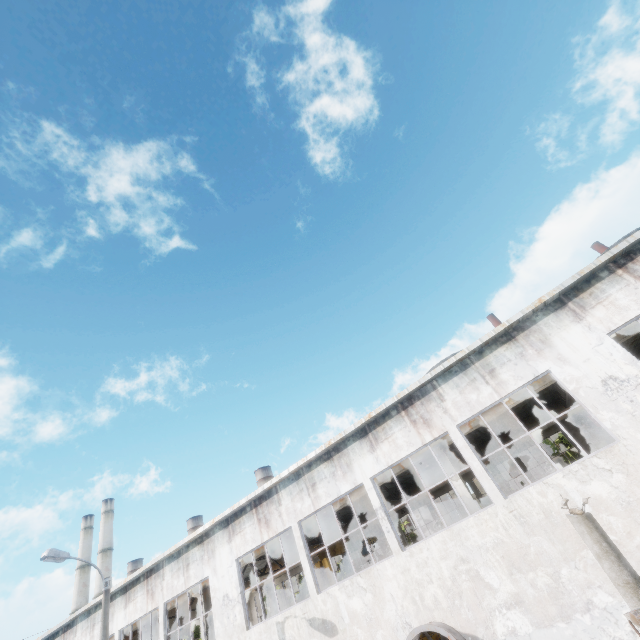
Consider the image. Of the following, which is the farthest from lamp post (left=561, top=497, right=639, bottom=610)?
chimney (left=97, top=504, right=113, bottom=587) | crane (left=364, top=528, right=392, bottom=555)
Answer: chimney (left=97, top=504, right=113, bottom=587)

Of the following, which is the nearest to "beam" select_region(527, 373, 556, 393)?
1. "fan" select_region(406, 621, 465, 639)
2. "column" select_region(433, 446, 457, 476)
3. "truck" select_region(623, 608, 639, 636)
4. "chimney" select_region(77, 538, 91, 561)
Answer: "column" select_region(433, 446, 457, 476)

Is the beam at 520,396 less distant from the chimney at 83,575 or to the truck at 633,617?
the truck at 633,617

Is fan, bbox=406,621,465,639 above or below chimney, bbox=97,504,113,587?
below

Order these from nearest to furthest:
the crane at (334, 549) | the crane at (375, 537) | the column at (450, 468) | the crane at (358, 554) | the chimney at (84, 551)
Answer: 1. the column at (450, 468)
2. the crane at (334, 549)
3. the crane at (358, 554)
4. the crane at (375, 537)
5. the chimney at (84, 551)

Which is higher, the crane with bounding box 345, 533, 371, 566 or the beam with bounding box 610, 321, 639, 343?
the beam with bounding box 610, 321, 639, 343

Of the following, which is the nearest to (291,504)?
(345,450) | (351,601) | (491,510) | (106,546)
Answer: (345,450)

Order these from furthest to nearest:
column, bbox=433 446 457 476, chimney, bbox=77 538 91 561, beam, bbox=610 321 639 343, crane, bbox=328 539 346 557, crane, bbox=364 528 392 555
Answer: chimney, bbox=77 538 91 561 < crane, bbox=364 528 392 555 < crane, bbox=328 539 346 557 < column, bbox=433 446 457 476 < beam, bbox=610 321 639 343
